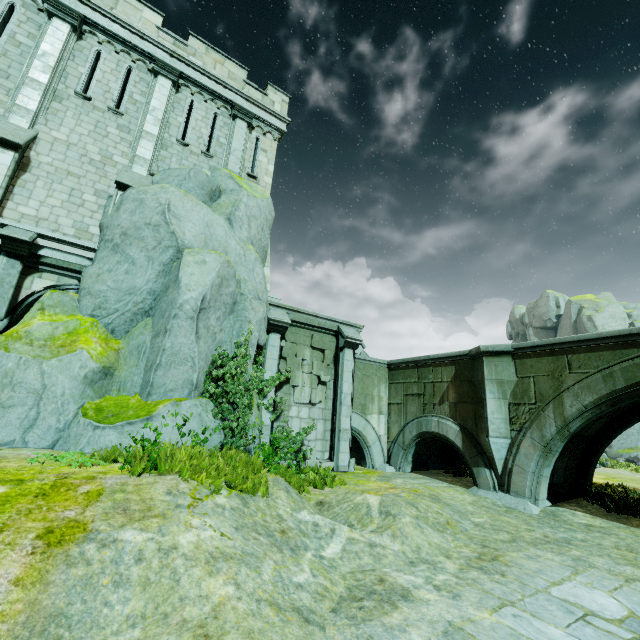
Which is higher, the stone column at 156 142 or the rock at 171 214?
the stone column at 156 142

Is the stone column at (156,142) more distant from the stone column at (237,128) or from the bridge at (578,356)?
the bridge at (578,356)

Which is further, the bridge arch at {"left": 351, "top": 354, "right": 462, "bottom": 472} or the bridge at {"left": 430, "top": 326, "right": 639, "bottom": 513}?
the bridge arch at {"left": 351, "top": 354, "right": 462, "bottom": 472}

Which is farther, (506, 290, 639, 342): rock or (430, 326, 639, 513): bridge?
(506, 290, 639, 342): rock

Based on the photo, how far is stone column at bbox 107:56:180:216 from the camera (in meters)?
10.47

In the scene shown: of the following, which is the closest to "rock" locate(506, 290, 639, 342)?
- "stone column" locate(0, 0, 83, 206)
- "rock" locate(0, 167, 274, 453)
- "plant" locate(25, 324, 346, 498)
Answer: "rock" locate(0, 167, 274, 453)

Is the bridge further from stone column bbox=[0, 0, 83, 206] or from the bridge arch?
stone column bbox=[0, 0, 83, 206]

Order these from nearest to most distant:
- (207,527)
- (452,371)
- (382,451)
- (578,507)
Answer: (207,527) < (578,507) < (452,371) < (382,451)
